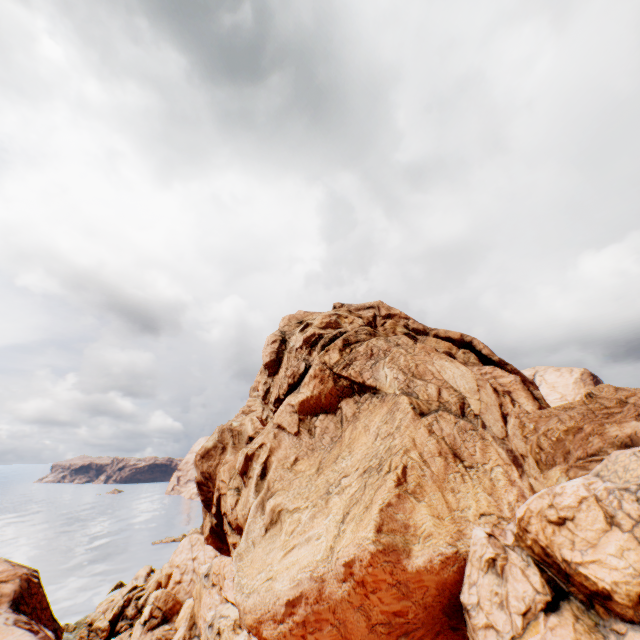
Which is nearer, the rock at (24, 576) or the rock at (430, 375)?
the rock at (430, 375)

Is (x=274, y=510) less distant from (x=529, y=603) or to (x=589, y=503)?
(x=529, y=603)

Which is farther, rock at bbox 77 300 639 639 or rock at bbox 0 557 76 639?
rock at bbox 0 557 76 639
